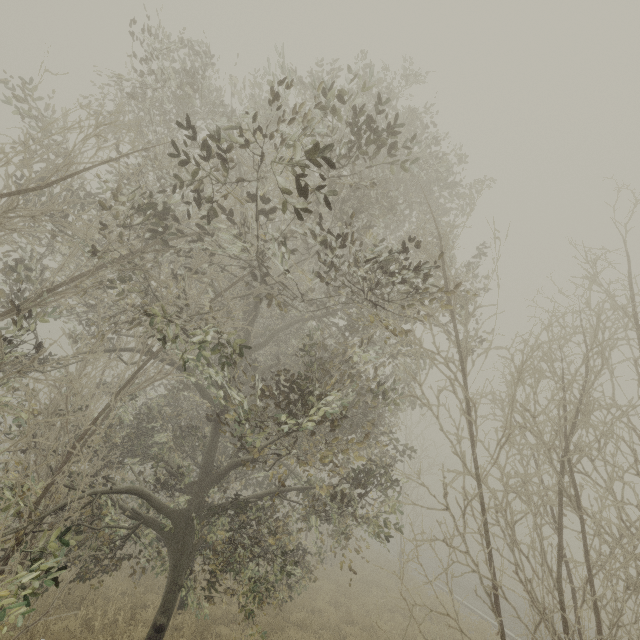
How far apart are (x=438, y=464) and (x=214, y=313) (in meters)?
25.00
